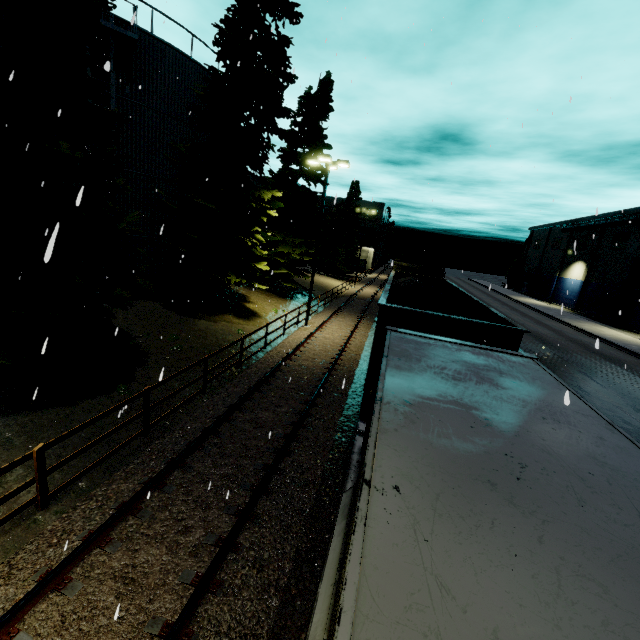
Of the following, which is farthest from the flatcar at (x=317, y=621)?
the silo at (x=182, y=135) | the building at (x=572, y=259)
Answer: the building at (x=572, y=259)

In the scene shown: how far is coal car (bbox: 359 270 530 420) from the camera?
6.6m

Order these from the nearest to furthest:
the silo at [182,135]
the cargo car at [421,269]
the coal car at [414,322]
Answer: the coal car at [414,322] → the silo at [182,135] → the cargo car at [421,269]

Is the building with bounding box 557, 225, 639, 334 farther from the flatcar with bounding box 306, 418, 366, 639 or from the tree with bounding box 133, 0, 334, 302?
the flatcar with bounding box 306, 418, 366, 639

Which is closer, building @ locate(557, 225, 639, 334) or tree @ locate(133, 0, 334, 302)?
tree @ locate(133, 0, 334, 302)

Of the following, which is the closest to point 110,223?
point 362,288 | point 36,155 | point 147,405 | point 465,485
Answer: point 36,155

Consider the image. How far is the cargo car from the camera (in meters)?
19.59

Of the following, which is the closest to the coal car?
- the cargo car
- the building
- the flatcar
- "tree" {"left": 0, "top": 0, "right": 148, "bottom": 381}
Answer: the flatcar
